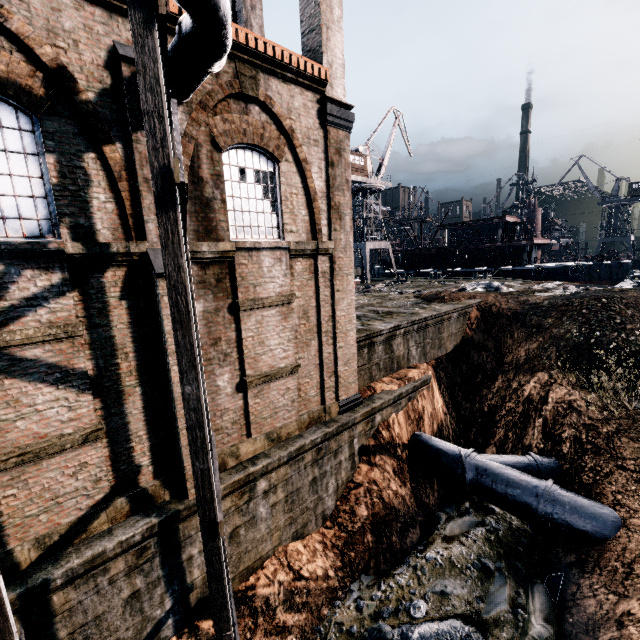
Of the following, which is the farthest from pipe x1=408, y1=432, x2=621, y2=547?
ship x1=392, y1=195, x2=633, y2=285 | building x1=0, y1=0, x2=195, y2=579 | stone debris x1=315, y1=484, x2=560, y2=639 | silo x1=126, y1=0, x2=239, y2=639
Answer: ship x1=392, y1=195, x2=633, y2=285

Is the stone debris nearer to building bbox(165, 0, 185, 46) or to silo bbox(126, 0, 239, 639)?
silo bbox(126, 0, 239, 639)

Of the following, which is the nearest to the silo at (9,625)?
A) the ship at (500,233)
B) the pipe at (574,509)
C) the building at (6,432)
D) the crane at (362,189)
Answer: the building at (6,432)

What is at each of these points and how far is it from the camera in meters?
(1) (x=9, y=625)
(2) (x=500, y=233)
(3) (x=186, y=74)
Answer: (1) silo, 5.5 m
(2) ship, 47.7 m
(3) silo, 7.1 m

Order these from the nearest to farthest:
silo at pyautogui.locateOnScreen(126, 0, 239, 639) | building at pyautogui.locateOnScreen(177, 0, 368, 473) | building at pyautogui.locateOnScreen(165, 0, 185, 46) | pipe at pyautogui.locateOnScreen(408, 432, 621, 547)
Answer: silo at pyautogui.locateOnScreen(126, 0, 239, 639) < building at pyautogui.locateOnScreen(165, 0, 185, 46) < building at pyautogui.locateOnScreen(177, 0, 368, 473) < pipe at pyautogui.locateOnScreen(408, 432, 621, 547)

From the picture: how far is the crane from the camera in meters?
45.0

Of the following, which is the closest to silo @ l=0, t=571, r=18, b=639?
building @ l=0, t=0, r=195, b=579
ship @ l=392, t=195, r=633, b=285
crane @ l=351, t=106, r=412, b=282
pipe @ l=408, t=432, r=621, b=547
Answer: building @ l=0, t=0, r=195, b=579

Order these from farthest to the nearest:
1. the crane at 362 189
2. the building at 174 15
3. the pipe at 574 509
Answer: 1. the crane at 362 189
2. the pipe at 574 509
3. the building at 174 15
